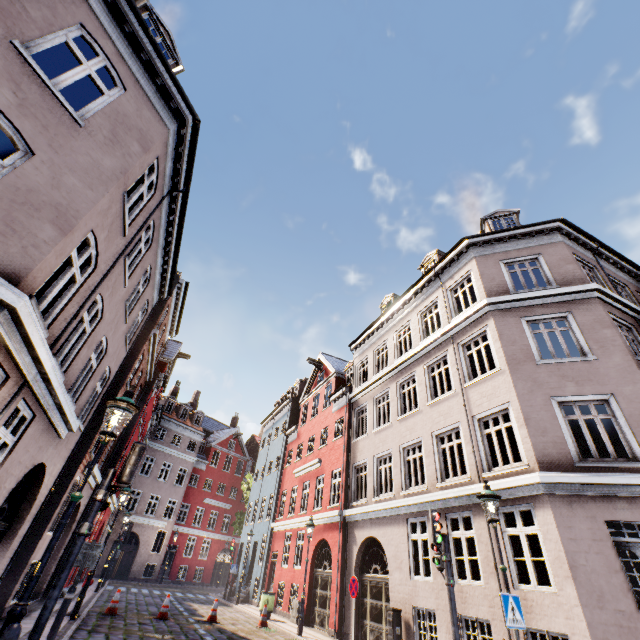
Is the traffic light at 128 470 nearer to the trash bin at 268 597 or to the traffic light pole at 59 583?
the traffic light pole at 59 583

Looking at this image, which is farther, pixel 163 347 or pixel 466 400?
pixel 163 347

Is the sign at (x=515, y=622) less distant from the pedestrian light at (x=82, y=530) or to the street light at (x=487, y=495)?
the street light at (x=487, y=495)

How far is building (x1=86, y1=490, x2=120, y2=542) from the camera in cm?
1810

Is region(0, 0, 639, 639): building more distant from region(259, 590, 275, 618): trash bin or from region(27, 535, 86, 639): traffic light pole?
region(27, 535, 86, 639): traffic light pole

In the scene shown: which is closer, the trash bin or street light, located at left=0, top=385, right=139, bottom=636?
street light, located at left=0, top=385, right=139, bottom=636

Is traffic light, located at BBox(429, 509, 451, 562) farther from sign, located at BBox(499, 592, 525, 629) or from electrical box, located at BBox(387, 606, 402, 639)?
electrical box, located at BBox(387, 606, 402, 639)

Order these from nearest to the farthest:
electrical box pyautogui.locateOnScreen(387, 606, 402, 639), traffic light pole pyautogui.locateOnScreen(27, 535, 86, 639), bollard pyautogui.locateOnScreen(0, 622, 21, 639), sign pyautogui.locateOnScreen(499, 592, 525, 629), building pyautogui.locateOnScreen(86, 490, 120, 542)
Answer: bollard pyautogui.locateOnScreen(0, 622, 21, 639)
traffic light pole pyautogui.locateOnScreen(27, 535, 86, 639)
sign pyautogui.locateOnScreen(499, 592, 525, 629)
electrical box pyautogui.locateOnScreen(387, 606, 402, 639)
building pyautogui.locateOnScreen(86, 490, 120, 542)
